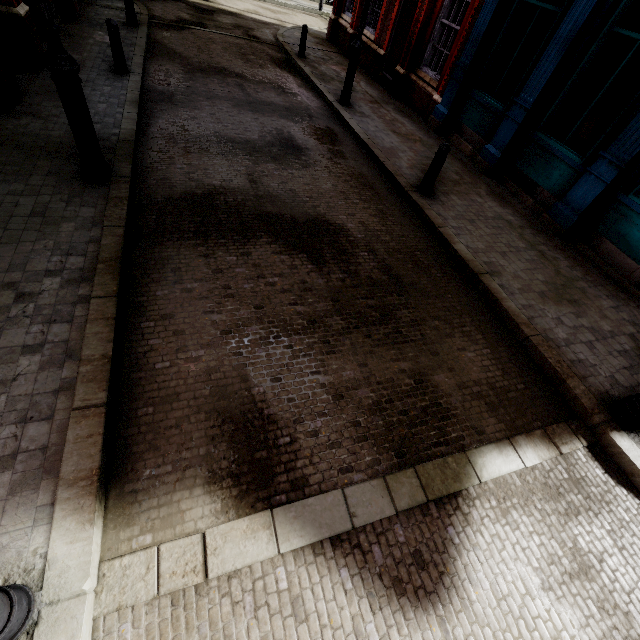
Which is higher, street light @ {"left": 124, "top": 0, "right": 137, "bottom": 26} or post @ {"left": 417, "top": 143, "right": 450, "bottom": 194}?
post @ {"left": 417, "top": 143, "right": 450, "bottom": 194}

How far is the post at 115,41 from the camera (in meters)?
6.94

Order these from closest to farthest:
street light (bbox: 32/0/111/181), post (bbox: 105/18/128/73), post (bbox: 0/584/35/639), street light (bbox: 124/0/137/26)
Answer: post (bbox: 0/584/35/639)
street light (bbox: 32/0/111/181)
post (bbox: 105/18/128/73)
street light (bbox: 124/0/137/26)

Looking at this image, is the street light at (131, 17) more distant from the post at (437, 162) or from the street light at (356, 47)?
the post at (437, 162)

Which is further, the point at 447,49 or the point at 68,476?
the point at 447,49

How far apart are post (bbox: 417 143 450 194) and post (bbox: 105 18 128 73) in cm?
739

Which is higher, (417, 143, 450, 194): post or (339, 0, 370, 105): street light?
(339, 0, 370, 105): street light

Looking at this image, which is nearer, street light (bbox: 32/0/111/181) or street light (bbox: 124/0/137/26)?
street light (bbox: 32/0/111/181)
